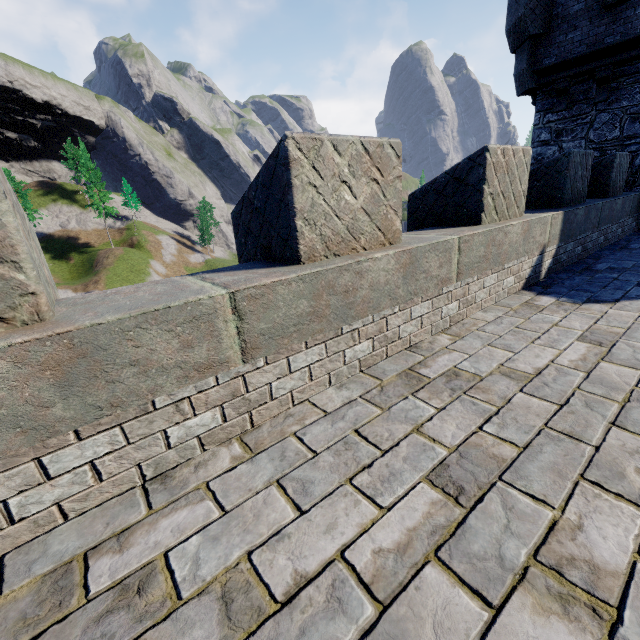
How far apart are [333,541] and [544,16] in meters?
14.5 m

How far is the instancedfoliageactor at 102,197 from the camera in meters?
49.9

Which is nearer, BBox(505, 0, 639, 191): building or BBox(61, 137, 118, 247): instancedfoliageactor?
BBox(505, 0, 639, 191): building

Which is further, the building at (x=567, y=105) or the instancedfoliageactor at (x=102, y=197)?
the instancedfoliageactor at (x=102, y=197)

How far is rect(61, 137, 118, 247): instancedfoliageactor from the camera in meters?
49.9
